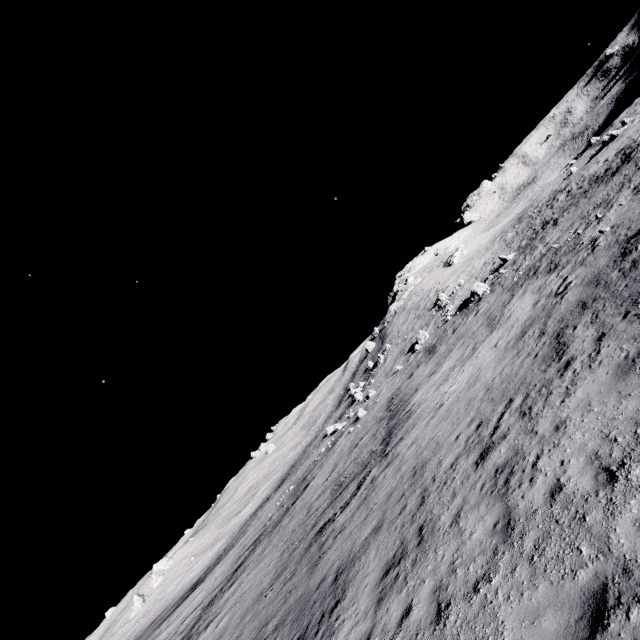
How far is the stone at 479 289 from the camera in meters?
32.9 m

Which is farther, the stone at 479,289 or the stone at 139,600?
the stone at 139,600

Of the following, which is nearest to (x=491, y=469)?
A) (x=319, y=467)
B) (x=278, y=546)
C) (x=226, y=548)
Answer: (x=278, y=546)

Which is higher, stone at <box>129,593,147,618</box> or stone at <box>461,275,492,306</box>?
stone at <box>129,593,147,618</box>

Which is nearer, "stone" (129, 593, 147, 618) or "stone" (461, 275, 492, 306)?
"stone" (461, 275, 492, 306)

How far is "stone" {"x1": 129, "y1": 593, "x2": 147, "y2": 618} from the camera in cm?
5669

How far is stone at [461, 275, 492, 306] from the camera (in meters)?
32.94
